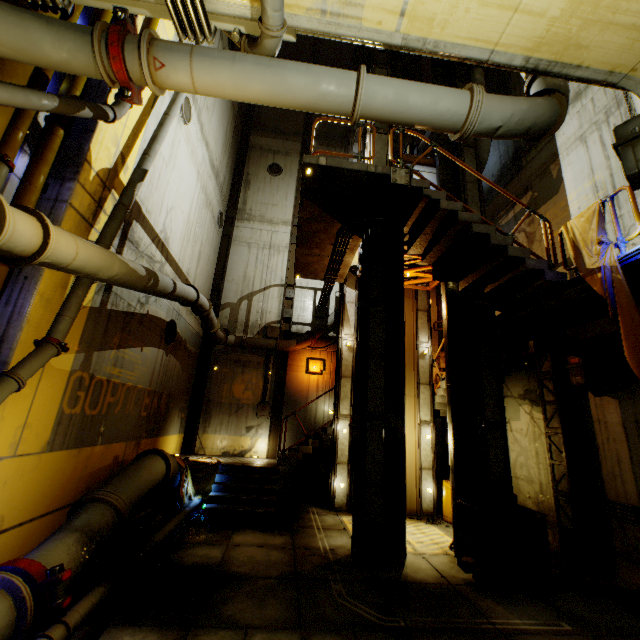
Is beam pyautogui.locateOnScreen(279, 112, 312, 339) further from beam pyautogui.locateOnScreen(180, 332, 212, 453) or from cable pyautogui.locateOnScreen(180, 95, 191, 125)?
cable pyautogui.locateOnScreen(180, 95, 191, 125)

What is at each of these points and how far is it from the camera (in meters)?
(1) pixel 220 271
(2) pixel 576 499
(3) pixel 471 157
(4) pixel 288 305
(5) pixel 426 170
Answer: (1) beam, 15.50
(2) beam, 7.76
(3) beam, 10.66
(4) beam, 15.37
(5) elevator, 11.55

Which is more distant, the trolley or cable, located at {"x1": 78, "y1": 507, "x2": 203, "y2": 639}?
the trolley

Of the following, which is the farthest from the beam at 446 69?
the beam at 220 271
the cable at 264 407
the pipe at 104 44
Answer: the beam at 220 271

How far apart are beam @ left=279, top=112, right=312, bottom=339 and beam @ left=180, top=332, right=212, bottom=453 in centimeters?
284cm

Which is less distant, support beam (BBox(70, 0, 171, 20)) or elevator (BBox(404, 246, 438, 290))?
support beam (BBox(70, 0, 171, 20))

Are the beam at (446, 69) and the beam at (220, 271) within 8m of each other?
no

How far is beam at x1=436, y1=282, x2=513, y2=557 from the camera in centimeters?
774cm
